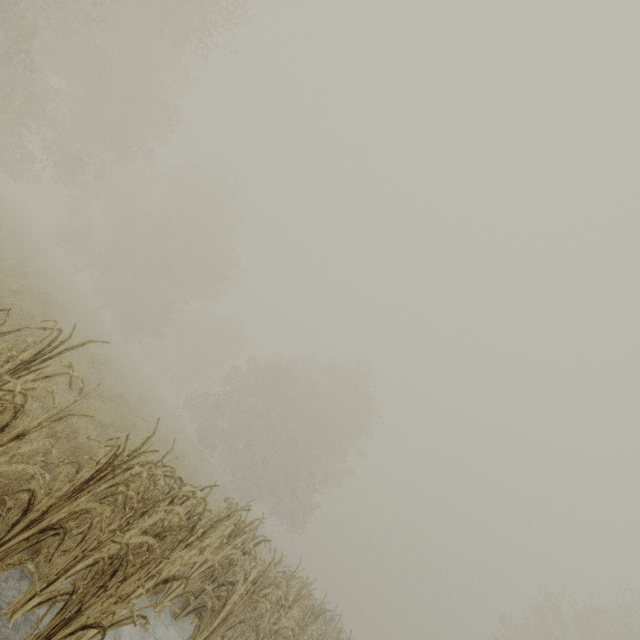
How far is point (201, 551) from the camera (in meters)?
5.62
